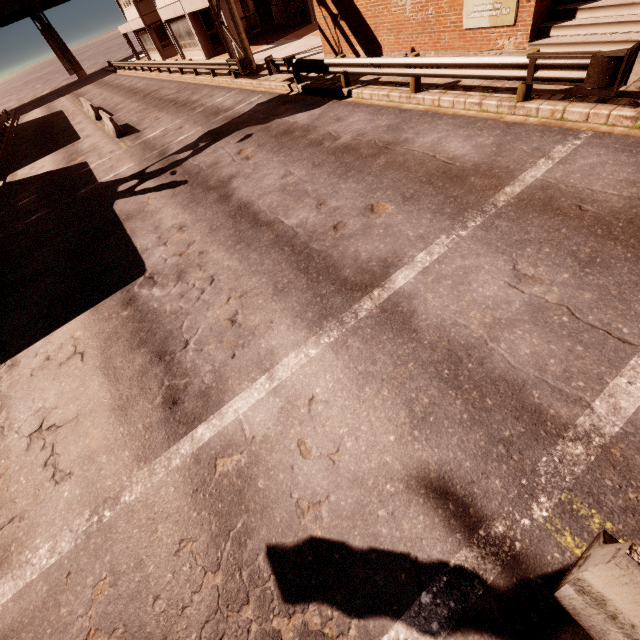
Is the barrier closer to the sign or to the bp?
the bp

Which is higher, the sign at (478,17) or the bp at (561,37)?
the sign at (478,17)

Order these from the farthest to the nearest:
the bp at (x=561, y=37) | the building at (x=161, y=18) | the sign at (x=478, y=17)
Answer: the building at (x=161, y=18)
the sign at (x=478, y=17)
the bp at (x=561, y=37)

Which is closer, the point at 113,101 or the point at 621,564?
the point at 621,564

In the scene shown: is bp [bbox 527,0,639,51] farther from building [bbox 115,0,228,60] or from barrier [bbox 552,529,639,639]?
building [bbox 115,0,228,60]

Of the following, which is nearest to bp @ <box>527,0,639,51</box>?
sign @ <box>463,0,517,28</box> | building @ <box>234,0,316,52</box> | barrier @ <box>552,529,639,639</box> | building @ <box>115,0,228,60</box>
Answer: sign @ <box>463,0,517,28</box>

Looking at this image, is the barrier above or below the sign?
below

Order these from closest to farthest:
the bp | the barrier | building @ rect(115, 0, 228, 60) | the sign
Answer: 1. the barrier
2. the bp
3. the sign
4. building @ rect(115, 0, 228, 60)
